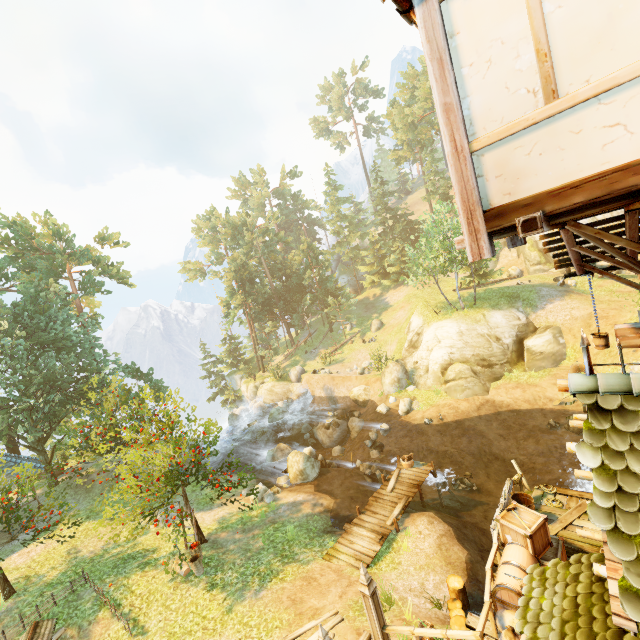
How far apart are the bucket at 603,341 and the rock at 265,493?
16.10m

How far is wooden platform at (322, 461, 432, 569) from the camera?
12.5m

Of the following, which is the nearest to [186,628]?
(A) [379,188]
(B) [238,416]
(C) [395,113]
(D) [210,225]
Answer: (B) [238,416]

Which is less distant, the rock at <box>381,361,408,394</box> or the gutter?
the gutter

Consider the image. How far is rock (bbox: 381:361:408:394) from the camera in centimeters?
2755cm

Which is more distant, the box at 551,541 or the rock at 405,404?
the rock at 405,404

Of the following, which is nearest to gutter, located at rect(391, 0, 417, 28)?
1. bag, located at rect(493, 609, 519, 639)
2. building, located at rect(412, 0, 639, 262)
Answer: building, located at rect(412, 0, 639, 262)

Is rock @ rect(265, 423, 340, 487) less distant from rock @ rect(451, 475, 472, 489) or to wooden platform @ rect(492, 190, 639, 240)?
rock @ rect(451, 475, 472, 489)
